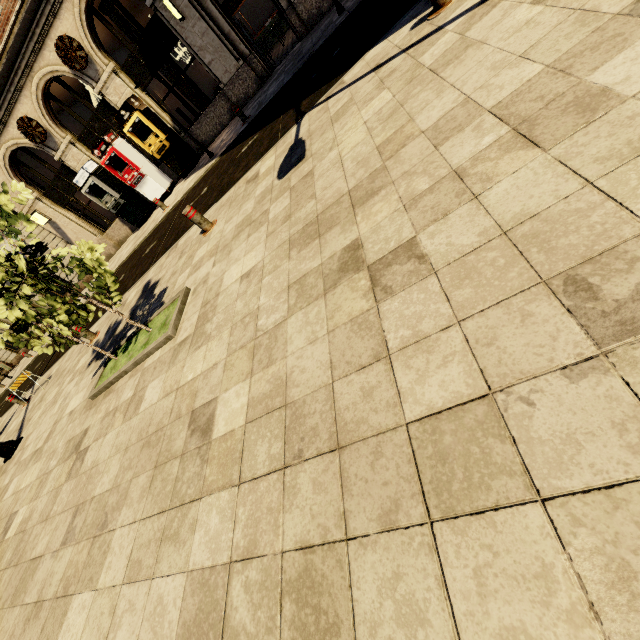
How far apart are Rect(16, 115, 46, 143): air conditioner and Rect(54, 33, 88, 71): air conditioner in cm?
295

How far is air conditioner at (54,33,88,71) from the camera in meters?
11.8

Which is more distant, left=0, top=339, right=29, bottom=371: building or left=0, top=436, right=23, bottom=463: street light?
left=0, top=339, right=29, bottom=371: building

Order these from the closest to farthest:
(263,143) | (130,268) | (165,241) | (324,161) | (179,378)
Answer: (179,378) < (324,161) < (263,143) < (165,241) < (130,268)

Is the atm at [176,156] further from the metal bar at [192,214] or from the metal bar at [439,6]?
the metal bar at [439,6]

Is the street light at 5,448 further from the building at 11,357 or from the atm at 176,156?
the atm at 176,156

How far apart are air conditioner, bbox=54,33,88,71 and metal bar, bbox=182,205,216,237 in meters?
11.6

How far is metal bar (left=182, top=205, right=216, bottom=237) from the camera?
6.1 meters
